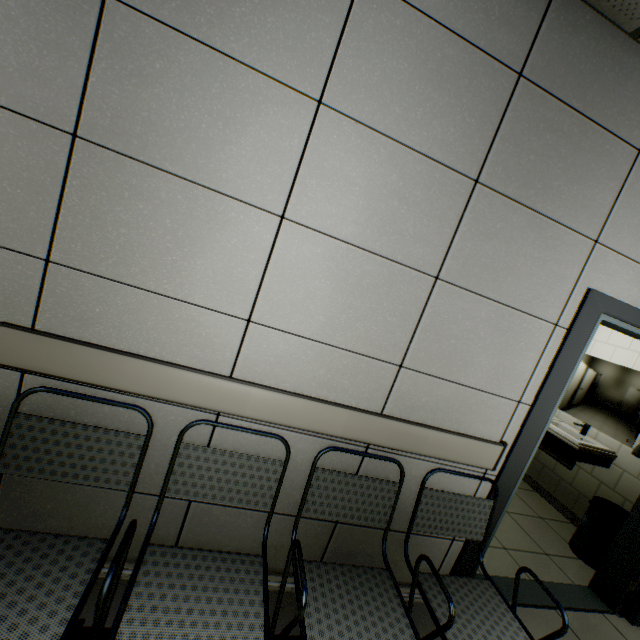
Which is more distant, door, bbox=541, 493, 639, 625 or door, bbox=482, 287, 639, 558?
door, bbox=541, 493, 639, 625

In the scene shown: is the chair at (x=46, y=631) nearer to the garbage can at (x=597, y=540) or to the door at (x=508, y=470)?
the door at (x=508, y=470)

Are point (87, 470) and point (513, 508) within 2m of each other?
no

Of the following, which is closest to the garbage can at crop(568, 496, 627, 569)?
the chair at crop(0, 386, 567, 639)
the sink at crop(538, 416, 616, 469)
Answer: the sink at crop(538, 416, 616, 469)

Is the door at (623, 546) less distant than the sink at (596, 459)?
Yes

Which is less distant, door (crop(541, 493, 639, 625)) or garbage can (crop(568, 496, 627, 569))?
door (crop(541, 493, 639, 625))

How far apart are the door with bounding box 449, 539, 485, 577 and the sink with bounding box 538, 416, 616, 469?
0.81m

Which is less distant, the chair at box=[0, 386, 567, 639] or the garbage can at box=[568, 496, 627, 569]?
the chair at box=[0, 386, 567, 639]
